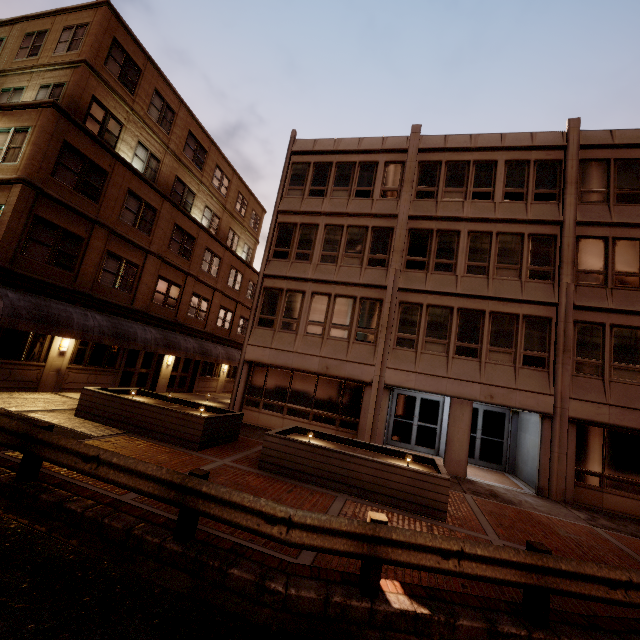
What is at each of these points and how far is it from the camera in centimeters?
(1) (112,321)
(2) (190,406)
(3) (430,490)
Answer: (1) awning, 1576cm
(2) planter, 1252cm
(3) planter, 785cm

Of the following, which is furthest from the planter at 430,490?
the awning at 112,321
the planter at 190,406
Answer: the awning at 112,321

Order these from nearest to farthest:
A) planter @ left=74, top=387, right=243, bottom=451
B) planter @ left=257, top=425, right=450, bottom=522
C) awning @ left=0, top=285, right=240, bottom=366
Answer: planter @ left=257, top=425, right=450, bottom=522
planter @ left=74, top=387, right=243, bottom=451
awning @ left=0, top=285, right=240, bottom=366

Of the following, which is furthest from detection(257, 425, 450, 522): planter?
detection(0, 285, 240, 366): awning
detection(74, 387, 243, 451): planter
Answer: detection(0, 285, 240, 366): awning

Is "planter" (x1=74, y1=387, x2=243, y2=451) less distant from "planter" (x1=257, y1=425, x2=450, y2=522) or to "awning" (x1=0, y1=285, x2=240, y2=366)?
"planter" (x1=257, y1=425, x2=450, y2=522)

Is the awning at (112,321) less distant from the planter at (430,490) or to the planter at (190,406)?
the planter at (190,406)
